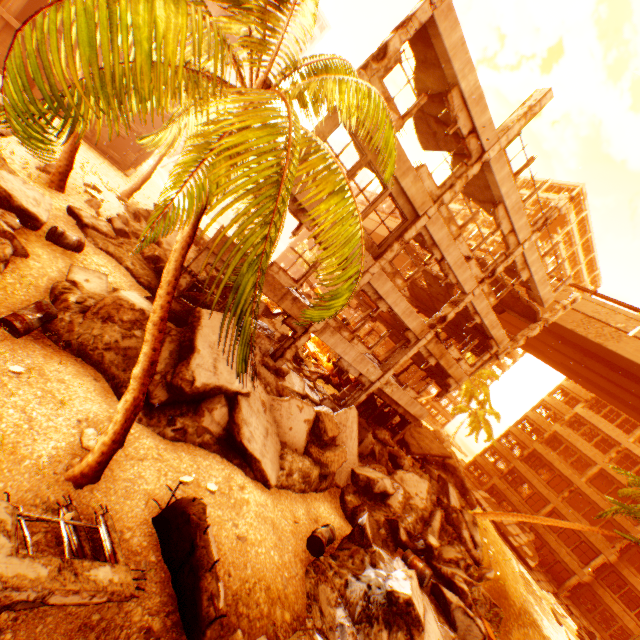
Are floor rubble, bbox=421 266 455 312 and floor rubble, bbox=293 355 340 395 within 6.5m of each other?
no

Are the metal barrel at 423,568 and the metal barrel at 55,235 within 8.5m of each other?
no

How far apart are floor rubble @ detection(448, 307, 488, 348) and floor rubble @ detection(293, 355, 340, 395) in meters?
8.3

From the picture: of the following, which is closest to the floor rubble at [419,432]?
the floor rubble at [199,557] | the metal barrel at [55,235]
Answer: the floor rubble at [199,557]

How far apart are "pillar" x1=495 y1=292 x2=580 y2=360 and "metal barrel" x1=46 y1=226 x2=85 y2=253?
20.13m

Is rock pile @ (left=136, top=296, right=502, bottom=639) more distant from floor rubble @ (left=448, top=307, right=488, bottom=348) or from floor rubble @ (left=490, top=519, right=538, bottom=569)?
floor rubble @ (left=448, top=307, right=488, bottom=348)

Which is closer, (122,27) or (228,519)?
(122,27)

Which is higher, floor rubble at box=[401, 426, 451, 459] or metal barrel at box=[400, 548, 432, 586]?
floor rubble at box=[401, 426, 451, 459]
